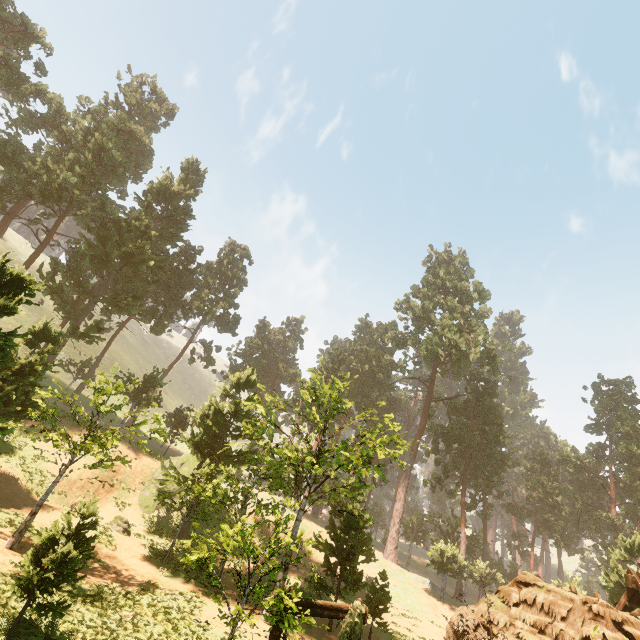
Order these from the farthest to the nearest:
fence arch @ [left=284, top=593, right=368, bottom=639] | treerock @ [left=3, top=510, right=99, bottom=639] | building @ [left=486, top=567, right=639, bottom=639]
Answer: building @ [left=486, top=567, right=639, bottom=639] → fence arch @ [left=284, top=593, right=368, bottom=639] → treerock @ [left=3, top=510, right=99, bottom=639]

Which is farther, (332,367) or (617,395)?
(332,367)

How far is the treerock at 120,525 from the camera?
19.8 meters

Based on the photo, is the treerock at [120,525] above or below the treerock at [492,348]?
below

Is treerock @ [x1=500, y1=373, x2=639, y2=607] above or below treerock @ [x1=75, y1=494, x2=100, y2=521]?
above

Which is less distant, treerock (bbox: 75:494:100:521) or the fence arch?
treerock (bbox: 75:494:100:521)

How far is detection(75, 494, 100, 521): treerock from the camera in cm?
959
